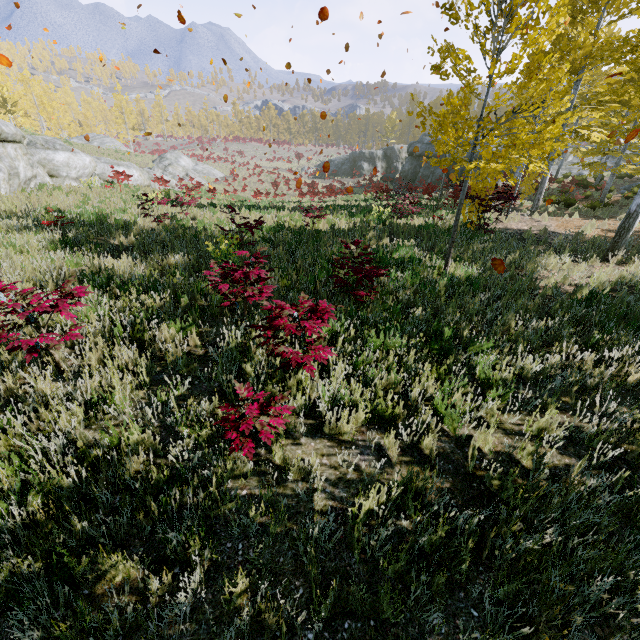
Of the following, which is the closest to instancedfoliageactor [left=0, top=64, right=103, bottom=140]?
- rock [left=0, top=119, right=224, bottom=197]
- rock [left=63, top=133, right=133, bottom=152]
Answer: rock [left=63, top=133, right=133, bottom=152]

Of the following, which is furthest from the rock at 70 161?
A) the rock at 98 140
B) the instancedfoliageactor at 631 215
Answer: the rock at 98 140

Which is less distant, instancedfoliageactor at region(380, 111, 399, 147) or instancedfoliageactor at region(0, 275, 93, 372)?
instancedfoliageactor at region(0, 275, 93, 372)

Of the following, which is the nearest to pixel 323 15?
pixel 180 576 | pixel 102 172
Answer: pixel 180 576

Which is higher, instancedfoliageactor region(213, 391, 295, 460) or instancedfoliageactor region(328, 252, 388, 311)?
instancedfoliageactor region(328, 252, 388, 311)

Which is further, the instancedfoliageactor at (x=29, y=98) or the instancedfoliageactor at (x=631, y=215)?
the instancedfoliageactor at (x=29, y=98)
